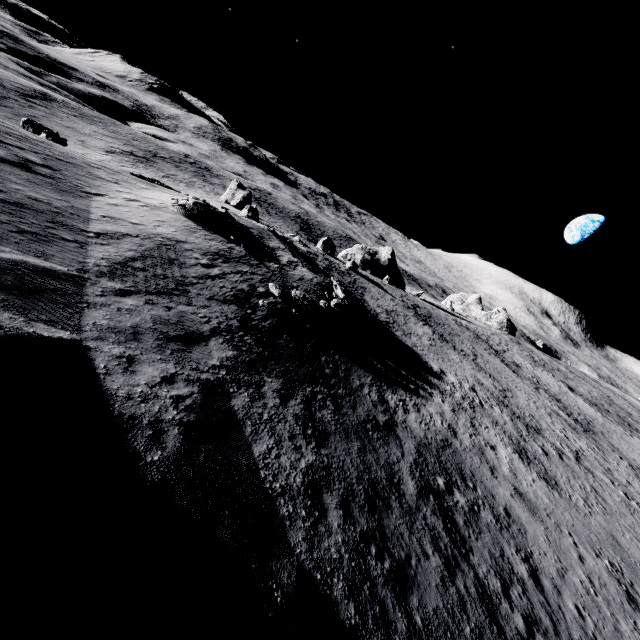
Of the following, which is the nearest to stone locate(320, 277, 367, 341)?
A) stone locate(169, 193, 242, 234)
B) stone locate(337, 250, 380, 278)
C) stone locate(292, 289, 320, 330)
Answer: stone locate(292, 289, 320, 330)

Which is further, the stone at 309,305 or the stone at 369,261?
the stone at 369,261

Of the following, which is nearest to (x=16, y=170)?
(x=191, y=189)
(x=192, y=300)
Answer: (x=192, y=300)

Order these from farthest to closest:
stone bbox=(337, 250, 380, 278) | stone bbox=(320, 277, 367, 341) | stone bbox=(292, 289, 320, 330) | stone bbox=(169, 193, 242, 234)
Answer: stone bbox=(337, 250, 380, 278) < stone bbox=(169, 193, 242, 234) < stone bbox=(320, 277, 367, 341) < stone bbox=(292, 289, 320, 330)

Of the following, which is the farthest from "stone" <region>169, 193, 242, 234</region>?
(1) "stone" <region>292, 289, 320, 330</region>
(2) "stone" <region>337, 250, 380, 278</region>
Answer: (2) "stone" <region>337, 250, 380, 278</region>

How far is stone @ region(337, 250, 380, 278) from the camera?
42.66m

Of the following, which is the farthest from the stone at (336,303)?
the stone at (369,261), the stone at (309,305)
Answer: the stone at (369,261)
